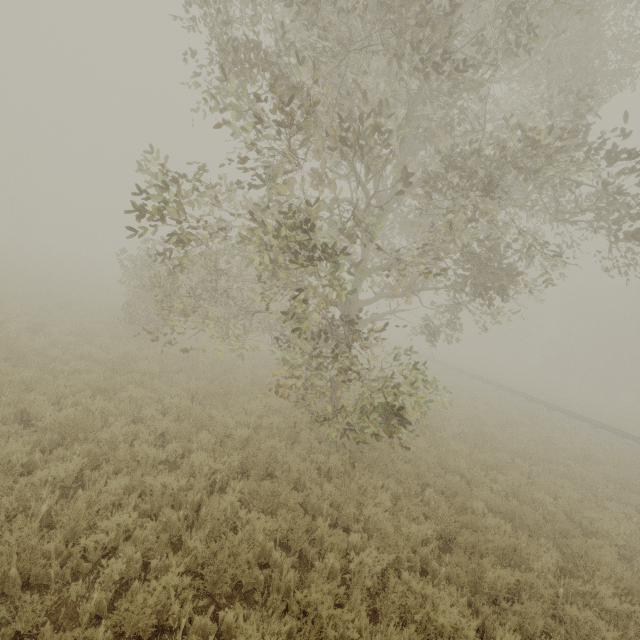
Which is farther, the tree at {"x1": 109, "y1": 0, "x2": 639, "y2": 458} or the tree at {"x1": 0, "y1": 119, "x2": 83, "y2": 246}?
the tree at {"x1": 0, "y1": 119, "x2": 83, "y2": 246}

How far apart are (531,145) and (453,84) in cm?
180

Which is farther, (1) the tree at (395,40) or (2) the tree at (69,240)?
(2) the tree at (69,240)
